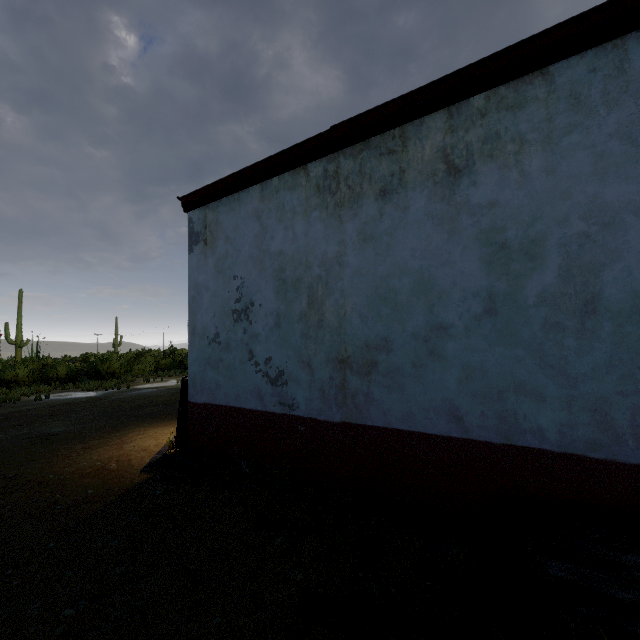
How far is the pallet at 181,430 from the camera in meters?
5.3 m

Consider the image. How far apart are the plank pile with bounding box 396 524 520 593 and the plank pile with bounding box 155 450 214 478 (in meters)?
1.29

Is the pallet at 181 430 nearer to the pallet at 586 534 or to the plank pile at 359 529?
the plank pile at 359 529

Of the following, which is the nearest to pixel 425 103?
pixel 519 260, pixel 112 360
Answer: pixel 519 260

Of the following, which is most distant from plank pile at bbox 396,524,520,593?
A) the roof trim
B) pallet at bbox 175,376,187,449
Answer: the roof trim

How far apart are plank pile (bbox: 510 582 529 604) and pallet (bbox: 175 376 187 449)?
2.9 meters

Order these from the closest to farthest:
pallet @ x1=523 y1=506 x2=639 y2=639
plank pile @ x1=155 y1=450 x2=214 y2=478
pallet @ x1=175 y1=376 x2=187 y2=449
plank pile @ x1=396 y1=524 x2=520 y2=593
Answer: pallet @ x1=523 y1=506 x2=639 y2=639, plank pile @ x1=396 y1=524 x2=520 y2=593, plank pile @ x1=155 y1=450 x2=214 y2=478, pallet @ x1=175 y1=376 x2=187 y2=449
